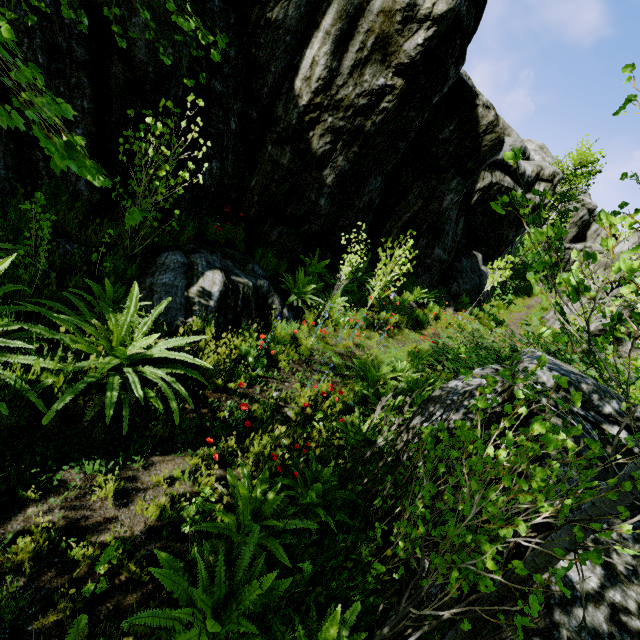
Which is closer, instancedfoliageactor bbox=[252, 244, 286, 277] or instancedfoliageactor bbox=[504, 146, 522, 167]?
instancedfoliageactor bbox=[504, 146, 522, 167]

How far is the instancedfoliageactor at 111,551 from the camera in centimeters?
196cm

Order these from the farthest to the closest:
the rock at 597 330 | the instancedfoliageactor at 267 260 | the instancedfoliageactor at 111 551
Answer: the rock at 597 330
the instancedfoliageactor at 267 260
the instancedfoliageactor at 111 551

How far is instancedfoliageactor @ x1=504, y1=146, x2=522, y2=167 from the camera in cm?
138

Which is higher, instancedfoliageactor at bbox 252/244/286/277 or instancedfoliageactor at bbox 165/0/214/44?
instancedfoliageactor at bbox 165/0/214/44

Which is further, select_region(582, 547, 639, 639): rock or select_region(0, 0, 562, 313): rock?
select_region(0, 0, 562, 313): rock

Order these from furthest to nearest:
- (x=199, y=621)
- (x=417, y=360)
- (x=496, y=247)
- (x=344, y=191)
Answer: (x=496, y=247) < (x=344, y=191) < (x=417, y=360) < (x=199, y=621)

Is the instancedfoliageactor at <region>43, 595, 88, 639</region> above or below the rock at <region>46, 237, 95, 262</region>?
below
